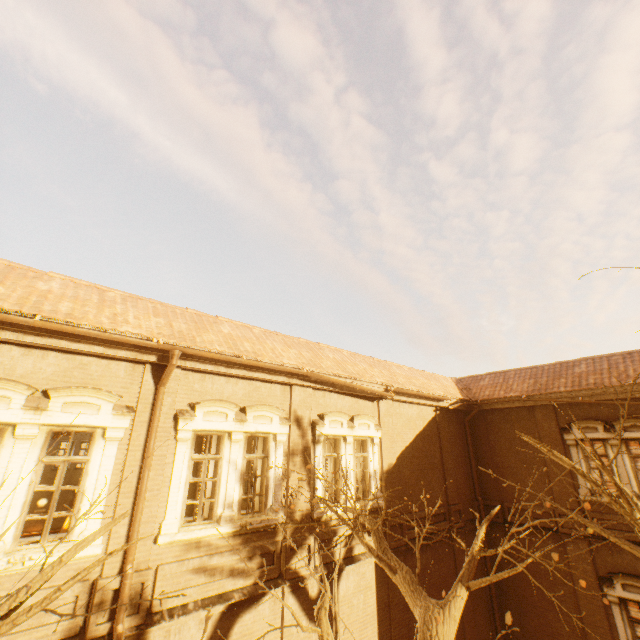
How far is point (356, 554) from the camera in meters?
9.4

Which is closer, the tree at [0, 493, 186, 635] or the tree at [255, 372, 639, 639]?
the tree at [0, 493, 186, 635]

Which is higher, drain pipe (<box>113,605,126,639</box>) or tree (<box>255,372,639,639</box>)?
tree (<box>255,372,639,639</box>)

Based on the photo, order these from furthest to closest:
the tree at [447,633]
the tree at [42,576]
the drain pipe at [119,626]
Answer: the drain pipe at [119,626] → the tree at [447,633] → the tree at [42,576]

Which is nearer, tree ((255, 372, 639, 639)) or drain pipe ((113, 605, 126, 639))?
tree ((255, 372, 639, 639))

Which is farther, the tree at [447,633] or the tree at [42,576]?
the tree at [447,633]

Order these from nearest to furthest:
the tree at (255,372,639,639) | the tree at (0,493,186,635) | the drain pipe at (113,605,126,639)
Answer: the tree at (0,493,186,635) → the tree at (255,372,639,639) → the drain pipe at (113,605,126,639)
